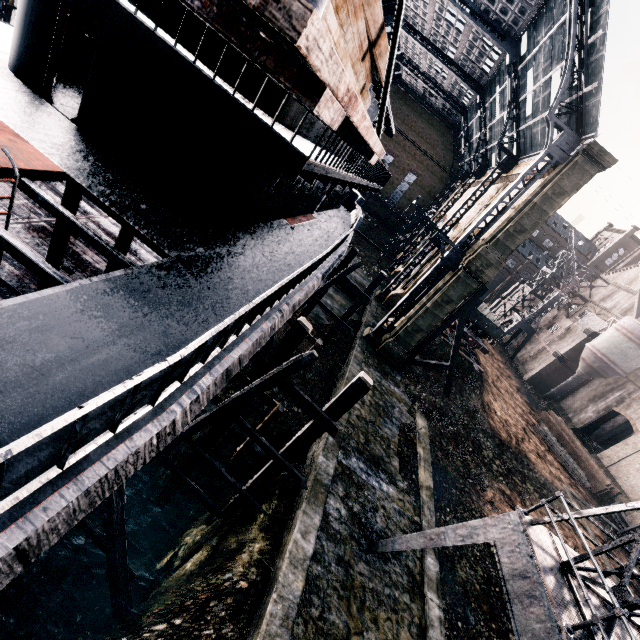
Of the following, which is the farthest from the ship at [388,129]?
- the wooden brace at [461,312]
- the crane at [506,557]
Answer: the wooden brace at [461,312]

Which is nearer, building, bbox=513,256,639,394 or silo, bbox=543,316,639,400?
silo, bbox=543,316,639,400

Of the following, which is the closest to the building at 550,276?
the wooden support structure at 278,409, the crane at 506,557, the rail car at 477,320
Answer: the rail car at 477,320

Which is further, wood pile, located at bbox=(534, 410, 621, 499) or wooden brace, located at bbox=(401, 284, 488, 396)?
wood pile, located at bbox=(534, 410, 621, 499)

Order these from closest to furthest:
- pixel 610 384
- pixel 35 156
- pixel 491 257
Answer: pixel 35 156
pixel 491 257
pixel 610 384

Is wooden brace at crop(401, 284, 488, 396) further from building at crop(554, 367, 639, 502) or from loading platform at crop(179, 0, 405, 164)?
loading platform at crop(179, 0, 405, 164)

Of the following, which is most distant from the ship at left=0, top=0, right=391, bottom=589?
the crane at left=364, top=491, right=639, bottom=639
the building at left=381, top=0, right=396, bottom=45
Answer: the crane at left=364, top=491, right=639, bottom=639

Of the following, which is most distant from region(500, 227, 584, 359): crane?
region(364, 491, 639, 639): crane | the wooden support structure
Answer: the wooden support structure
